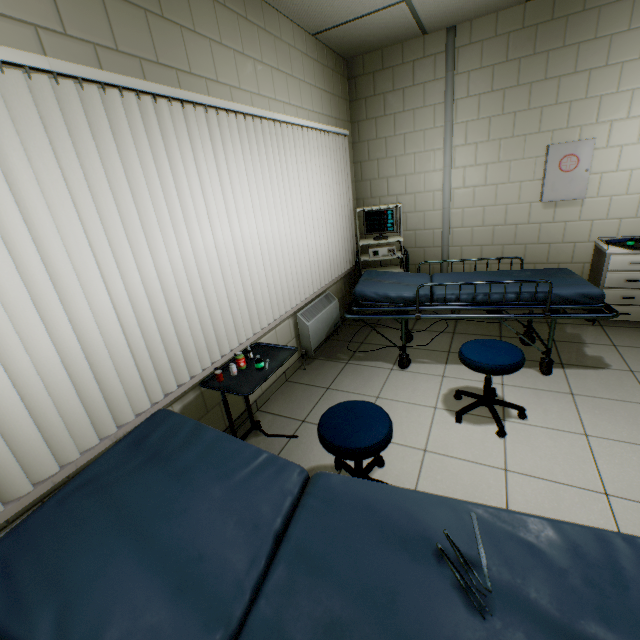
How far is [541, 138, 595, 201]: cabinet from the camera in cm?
337

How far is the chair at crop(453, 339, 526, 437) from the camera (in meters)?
2.18

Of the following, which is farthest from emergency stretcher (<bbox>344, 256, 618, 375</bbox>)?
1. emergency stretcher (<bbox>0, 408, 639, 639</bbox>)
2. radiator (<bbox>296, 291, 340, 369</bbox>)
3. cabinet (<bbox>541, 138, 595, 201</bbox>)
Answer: emergency stretcher (<bbox>0, 408, 639, 639</bbox>)

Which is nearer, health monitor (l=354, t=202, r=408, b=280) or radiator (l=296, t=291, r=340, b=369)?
radiator (l=296, t=291, r=340, b=369)

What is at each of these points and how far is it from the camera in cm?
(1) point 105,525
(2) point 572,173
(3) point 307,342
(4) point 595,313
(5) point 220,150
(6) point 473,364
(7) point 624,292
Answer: (1) emergency stretcher, 96
(2) cabinet, 347
(3) radiator, 343
(4) emergency stretcher, 250
(5) blinds, 221
(6) chair, 225
(7) cabinet, 340

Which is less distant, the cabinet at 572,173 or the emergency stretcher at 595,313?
the emergency stretcher at 595,313

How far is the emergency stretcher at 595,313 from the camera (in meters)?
2.54

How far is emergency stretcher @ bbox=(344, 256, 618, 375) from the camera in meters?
2.5 m
